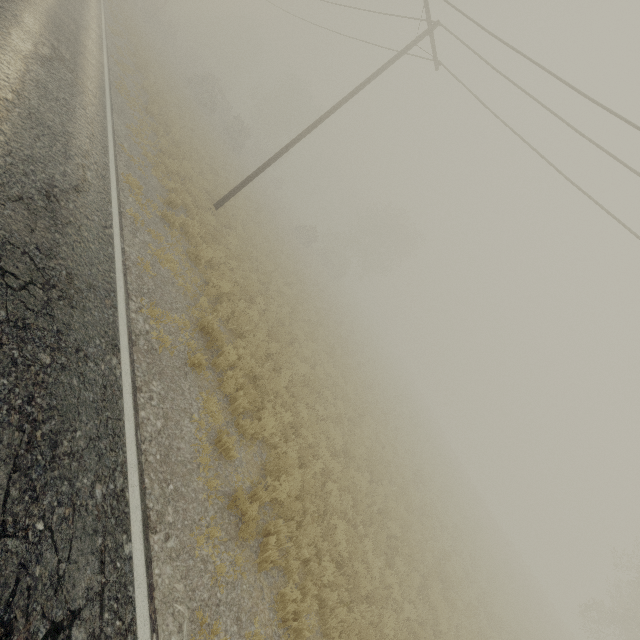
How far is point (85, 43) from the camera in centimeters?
1391cm
